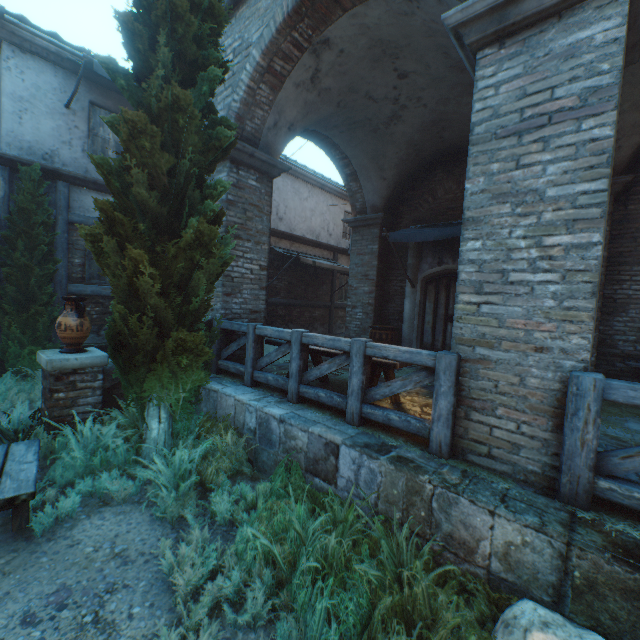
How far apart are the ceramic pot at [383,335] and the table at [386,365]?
3.2 meters

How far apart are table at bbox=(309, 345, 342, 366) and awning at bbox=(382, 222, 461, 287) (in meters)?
3.17

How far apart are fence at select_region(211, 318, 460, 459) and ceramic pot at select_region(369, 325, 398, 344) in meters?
4.3 m

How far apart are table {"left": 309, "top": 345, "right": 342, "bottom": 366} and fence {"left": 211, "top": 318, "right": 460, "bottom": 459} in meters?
0.0

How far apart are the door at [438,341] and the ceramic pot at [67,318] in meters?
7.3

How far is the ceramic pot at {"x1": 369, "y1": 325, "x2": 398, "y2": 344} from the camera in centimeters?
858cm

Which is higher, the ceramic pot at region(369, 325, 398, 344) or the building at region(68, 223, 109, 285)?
the building at region(68, 223, 109, 285)

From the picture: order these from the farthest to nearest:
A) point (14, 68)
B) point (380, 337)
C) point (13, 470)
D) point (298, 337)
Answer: point (380, 337) < point (14, 68) < point (298, 337) < point (13, 470)
